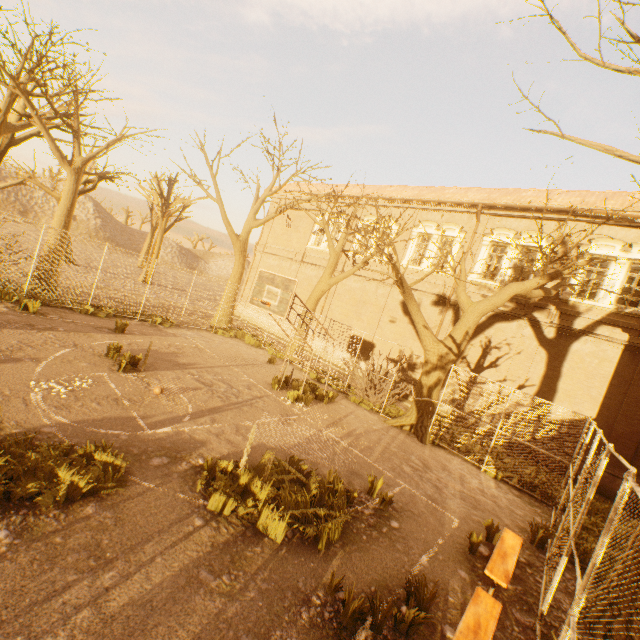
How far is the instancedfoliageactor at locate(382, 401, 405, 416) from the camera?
13.3 meters

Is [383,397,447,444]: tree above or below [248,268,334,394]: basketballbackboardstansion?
below

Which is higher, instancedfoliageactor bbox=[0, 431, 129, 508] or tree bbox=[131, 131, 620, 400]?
tree bbox=[131, 131, 620, 400]

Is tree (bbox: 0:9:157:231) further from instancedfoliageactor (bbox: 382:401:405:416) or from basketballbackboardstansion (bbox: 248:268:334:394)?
basketballbackboardstansion (bbox: 248:268:334:394)

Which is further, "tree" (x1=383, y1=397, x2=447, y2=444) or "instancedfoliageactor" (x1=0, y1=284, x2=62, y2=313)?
"tree" (x1=383, y1=397, x2=447, y2=444)

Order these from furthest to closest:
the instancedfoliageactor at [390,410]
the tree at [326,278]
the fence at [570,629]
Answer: the instancedfoliageactor at [390,410] < the tree at [326,278] < the fence at [570,629]

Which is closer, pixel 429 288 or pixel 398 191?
pixel 429 288

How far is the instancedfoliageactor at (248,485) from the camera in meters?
4.9
